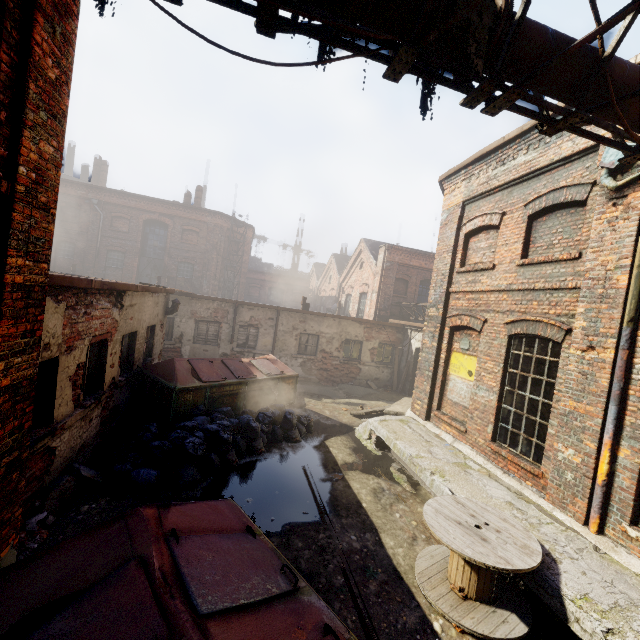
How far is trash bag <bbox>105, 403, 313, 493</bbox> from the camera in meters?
5.8

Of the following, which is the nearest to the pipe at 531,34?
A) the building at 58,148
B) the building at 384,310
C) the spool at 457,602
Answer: the building at 58,148

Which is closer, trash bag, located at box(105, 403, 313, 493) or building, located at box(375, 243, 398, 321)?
trash bag, located at box(105, 403, 313, 493)

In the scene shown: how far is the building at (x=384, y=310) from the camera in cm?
1944

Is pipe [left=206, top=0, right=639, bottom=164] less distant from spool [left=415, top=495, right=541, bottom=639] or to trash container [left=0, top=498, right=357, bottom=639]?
trash container [left=0, top=498, right=357, bottom=639]

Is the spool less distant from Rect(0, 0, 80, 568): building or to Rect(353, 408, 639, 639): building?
Rect(353, 408, 639, 639): building

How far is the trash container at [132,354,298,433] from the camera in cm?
798

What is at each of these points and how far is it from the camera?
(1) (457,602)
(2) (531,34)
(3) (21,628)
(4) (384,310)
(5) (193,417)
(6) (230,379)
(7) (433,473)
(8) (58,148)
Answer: (1) spool, 4.4 meters
(2) pipe, 3.3 meters
(3) trash container, 2.0 meters
(4) building, 19.6 meters
(5) trash bag, 8.0 meters
(6) trash container, 9.1 meters
(7) building, 6.7 meters
(8) building, 3.3 meters
